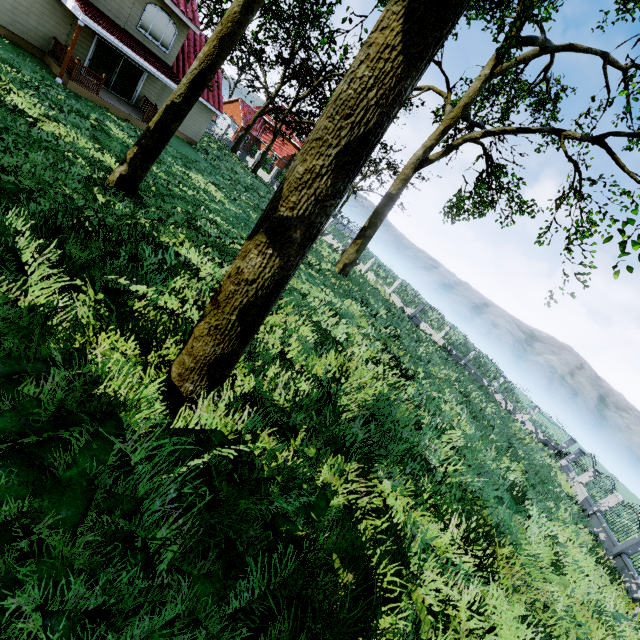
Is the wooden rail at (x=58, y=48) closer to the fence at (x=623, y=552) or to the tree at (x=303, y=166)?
the tree at (x=303, y=166)

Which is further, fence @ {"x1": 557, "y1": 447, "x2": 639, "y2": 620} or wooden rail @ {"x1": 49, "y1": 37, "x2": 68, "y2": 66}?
wooden rail @ {"x1": 49, "y1": 37, "x2": 68, "y2": 66}

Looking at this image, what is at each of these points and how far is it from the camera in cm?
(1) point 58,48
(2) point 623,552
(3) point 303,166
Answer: (1) wooden rail, 1588
(2) fence, 1402
(3) tree, 399

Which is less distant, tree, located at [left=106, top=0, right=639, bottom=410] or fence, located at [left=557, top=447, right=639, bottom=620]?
tree, located at [left=106, top=0, right=639, bottom=410]

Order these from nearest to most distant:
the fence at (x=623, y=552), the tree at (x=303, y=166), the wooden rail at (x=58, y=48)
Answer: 1. the tree at (x=303, y=166)
2. the fence at (x=623, y=552)
3. the wooden rail at (x=58, y=48)

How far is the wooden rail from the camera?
15.60m

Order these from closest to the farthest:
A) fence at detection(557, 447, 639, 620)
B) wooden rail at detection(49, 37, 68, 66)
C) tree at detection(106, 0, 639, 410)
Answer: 1. tree at detection(106, 0, 639, 410)
2. fence at detection(557, 447, 639, 620)
3. wooden rail at detection(49, 37, 68, 66)

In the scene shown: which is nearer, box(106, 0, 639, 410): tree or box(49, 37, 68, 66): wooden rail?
box(106, 0, 639, 410): tree
